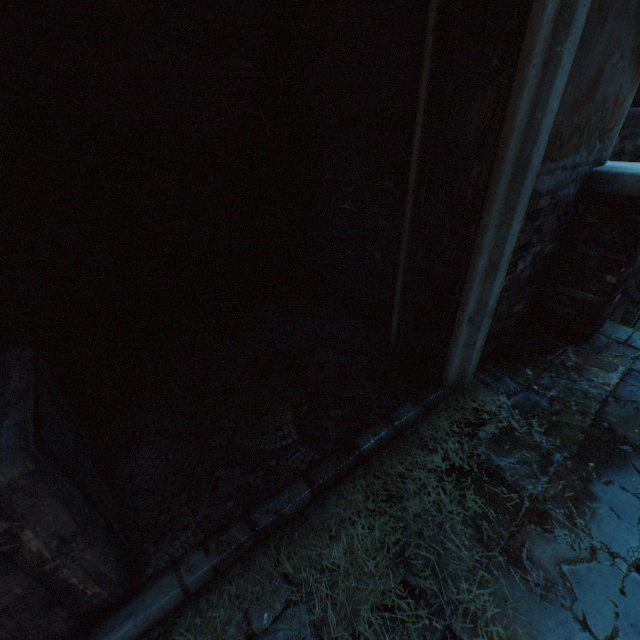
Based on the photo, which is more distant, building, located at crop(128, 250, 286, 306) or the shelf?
building, located at crop(128, 250, 286, 306)

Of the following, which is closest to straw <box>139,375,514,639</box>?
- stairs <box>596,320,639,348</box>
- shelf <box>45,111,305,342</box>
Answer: stairs <box>596,320,639,348</box>

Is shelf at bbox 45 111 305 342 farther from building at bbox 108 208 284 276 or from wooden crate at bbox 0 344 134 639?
wooden crate at bbox 0 344 134 639

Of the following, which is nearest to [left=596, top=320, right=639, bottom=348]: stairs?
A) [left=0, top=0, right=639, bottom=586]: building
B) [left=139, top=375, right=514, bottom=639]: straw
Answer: [left=0, top=0, right=639, bottom=586]: building

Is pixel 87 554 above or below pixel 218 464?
above

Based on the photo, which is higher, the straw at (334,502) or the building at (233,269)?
the building at (233,269)

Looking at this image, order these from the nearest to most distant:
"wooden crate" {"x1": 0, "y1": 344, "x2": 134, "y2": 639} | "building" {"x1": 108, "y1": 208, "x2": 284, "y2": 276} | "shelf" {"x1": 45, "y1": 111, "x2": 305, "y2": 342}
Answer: "wooden crate" {"x1": 0, "y1": 344, "x2": 134, "y2": 639} → "shelf" {"x1": 45, "y1": 111, "x2": 305, "y2": 342} → "building" {"x1": 108, "y1": 208, "x2": 284, "y2": 276}

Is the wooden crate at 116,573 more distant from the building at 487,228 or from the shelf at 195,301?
the shelf at 195,301
